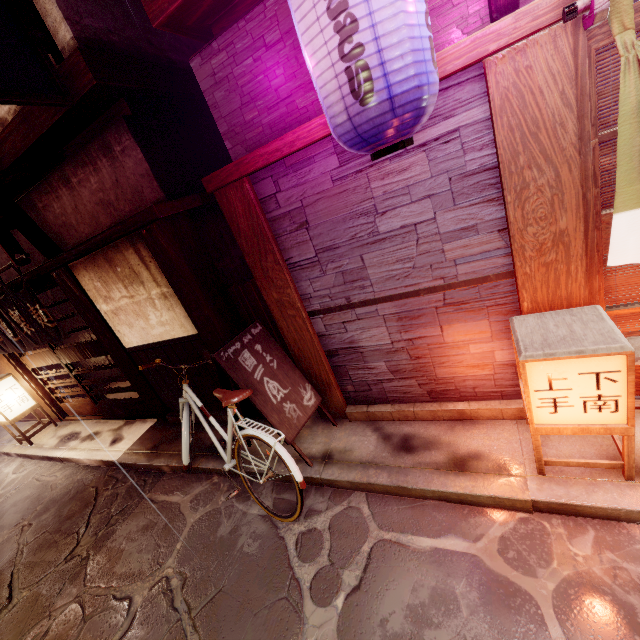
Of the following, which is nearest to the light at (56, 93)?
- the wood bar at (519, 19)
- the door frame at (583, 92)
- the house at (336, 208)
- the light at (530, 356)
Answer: the wood bar at (519, 19)

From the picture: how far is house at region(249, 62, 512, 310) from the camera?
4.0m

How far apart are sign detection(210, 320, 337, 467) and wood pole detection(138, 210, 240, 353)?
Result: 0.0 meters

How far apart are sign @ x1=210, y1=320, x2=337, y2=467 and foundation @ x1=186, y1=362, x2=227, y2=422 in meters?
0.8

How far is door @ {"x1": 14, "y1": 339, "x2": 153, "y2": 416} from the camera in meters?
10.1 m

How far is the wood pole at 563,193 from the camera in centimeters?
339cm

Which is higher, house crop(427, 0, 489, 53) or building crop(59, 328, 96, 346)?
house crop(427, 0, 489, 53)

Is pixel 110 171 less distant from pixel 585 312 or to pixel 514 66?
pixel 514 66
